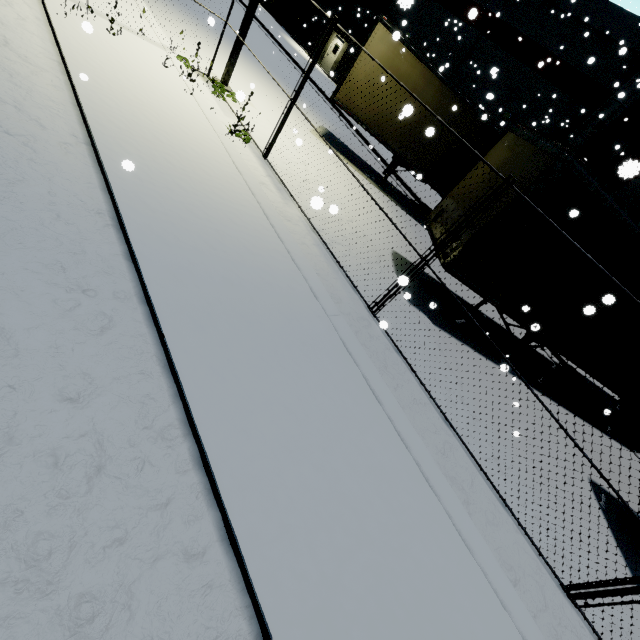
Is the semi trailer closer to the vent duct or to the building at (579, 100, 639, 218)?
the vent duct

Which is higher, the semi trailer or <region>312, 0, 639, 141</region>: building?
<region>312, 0, 639, 141</region>: building

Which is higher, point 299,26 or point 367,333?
point 299,26

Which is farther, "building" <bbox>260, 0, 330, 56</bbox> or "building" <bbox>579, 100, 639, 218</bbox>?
"building" <bbox>260, 0, 330, 56</bbox>

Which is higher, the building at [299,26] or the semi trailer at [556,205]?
the semi trailer at [556,205]

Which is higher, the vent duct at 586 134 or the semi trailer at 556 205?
the vent duct at 586 134

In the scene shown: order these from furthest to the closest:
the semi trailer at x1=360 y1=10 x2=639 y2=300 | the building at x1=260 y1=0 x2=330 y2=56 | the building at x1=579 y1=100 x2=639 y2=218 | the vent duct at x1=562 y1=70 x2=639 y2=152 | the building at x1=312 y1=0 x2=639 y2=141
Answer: the building at x1=260 y1=0 x2=330 y2=56 → the building at x1=312 y1=0 x2=639 y2=141 → the building at x1=579 y1=100 x2=639 y2=218 → the vent duct at x1=562 y1=70 x2=639 y2=152 → the semi trailer at x1=360 y1=10 x2=639 y2=300
